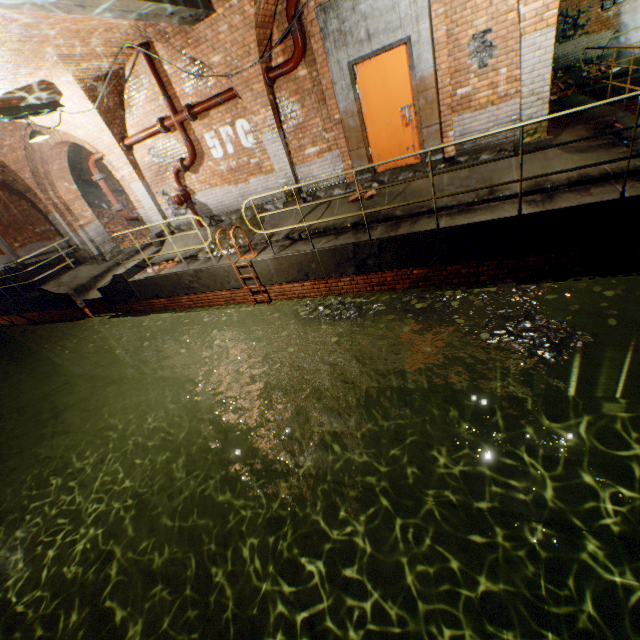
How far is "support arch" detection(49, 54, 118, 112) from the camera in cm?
670

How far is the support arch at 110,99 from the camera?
8.12m

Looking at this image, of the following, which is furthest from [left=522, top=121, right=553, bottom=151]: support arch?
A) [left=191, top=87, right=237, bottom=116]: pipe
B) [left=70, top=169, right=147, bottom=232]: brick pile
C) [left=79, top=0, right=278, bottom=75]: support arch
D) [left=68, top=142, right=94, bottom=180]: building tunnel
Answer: [left=70, top=169, right=147, bottom=232]: brick pile

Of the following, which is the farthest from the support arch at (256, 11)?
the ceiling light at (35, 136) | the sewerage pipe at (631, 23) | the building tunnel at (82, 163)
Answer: the sewerage pipe at (631, 23)

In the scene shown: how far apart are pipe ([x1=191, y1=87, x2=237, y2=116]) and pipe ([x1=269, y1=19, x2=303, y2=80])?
0.9m

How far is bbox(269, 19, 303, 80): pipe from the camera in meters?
6.3

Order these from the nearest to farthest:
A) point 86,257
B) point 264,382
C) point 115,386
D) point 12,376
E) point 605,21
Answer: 1. point 264,382
2. point 605,21
3. point 86,257
4. point 115,386
5. point 12,376

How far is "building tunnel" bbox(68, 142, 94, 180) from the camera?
15.1m
